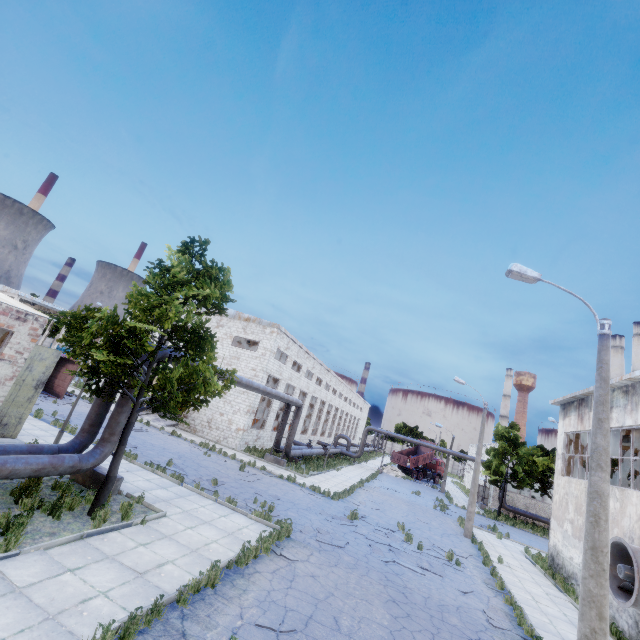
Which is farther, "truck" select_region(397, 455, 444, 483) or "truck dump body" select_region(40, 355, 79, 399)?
"truck" select_region(397, 455, 444, 483)

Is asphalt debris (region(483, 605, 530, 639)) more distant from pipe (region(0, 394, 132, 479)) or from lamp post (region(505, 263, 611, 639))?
pipe (region(0, 394, 132, 479))

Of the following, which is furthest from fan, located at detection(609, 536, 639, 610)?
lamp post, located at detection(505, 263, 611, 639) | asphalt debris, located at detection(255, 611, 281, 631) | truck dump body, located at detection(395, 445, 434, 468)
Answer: truck dump body, located at detection(395, 445, 434, 468)

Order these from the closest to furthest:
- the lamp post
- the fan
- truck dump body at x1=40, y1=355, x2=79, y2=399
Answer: the lamp post → the fan → truck dump body at x1=40, y1=355, x2=79, y2=399

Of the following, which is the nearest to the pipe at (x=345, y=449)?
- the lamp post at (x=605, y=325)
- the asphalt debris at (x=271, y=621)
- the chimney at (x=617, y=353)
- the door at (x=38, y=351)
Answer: the chimney at (x=617, y=353)

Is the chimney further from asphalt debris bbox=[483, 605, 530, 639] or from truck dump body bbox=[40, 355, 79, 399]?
truck dump body bbox=[40, 355, 79, 399]

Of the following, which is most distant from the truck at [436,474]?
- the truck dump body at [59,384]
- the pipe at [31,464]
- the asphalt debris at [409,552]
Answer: the truck dump body at [59,384]

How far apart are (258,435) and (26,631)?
25.6m
